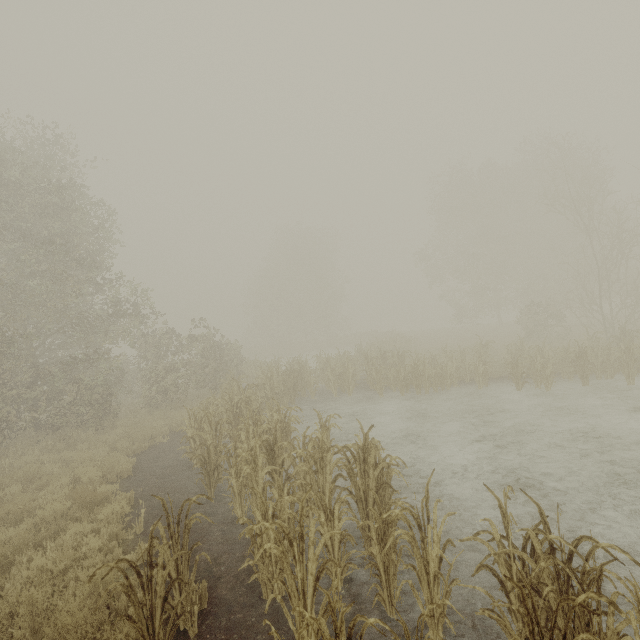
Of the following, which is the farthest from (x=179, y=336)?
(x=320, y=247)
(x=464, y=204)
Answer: (x=320, y=247)
